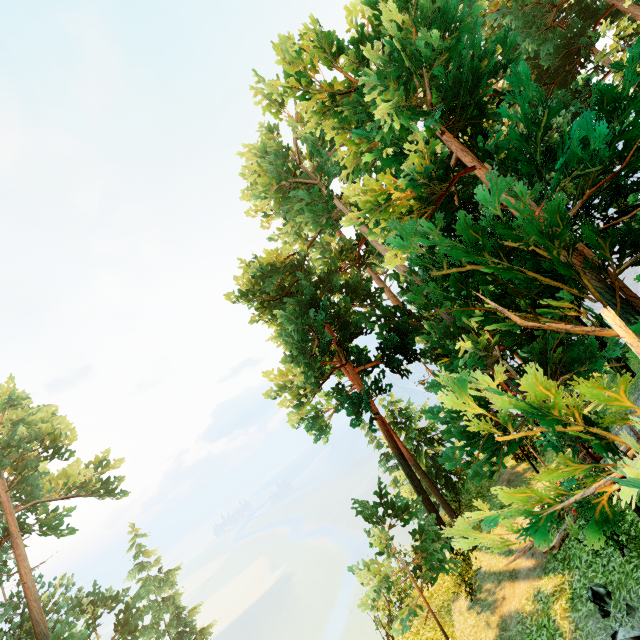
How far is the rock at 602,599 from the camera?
7.8 meters

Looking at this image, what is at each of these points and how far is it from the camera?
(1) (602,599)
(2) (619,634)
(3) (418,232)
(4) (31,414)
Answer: (1) rock, 7.83m
(2) rock, 6.78m
(3) tree, 3.79m
(4) tree, 19.86m

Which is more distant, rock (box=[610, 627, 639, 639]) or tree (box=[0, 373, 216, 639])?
tree (box=[0, 373, 216, 639])

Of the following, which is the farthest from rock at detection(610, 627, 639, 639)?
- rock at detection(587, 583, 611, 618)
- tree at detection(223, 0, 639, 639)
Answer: tree at detection(223, 0, 639, 639)

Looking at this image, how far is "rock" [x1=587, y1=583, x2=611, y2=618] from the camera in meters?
7.8

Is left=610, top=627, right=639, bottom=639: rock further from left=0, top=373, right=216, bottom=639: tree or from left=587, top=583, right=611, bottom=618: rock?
left=0, top=373, right=216, bottom=639: tree

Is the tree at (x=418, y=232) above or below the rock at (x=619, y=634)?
above
